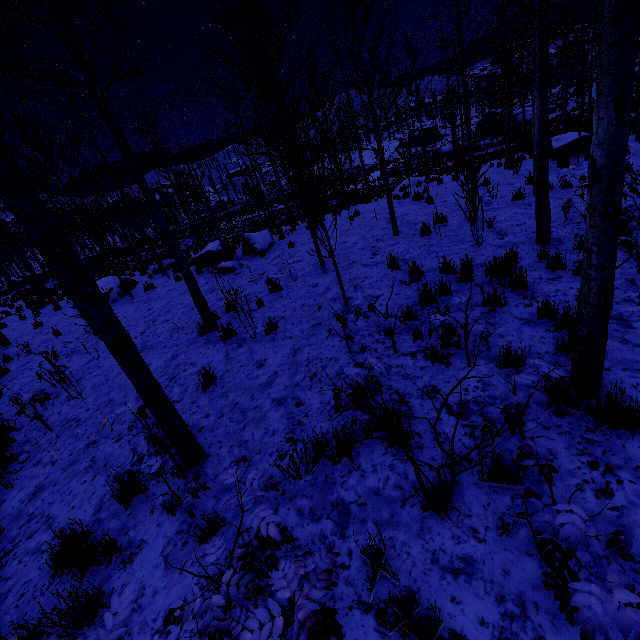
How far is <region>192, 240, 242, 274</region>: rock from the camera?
11.4 meters

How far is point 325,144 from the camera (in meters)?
23.75

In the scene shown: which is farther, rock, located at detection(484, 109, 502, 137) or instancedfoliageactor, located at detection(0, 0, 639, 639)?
rock, located at detection(484, 109, 502, 137)

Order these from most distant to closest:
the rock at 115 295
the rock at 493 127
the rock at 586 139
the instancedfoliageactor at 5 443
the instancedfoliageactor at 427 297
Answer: the rock at 493 127
the rock at 115 295
the rock at 586 139
the instancedfoliageactor at 427 297
the instancedfoliageactor at 5 443

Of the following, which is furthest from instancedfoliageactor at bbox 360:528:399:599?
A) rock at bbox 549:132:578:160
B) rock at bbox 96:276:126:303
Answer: rock at bbox 549:132:578:160

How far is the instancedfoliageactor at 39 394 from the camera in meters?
5.3

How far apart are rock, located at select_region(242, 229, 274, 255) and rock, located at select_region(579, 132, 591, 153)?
11.5 meters

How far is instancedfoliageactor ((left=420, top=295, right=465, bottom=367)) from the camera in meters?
3.6
